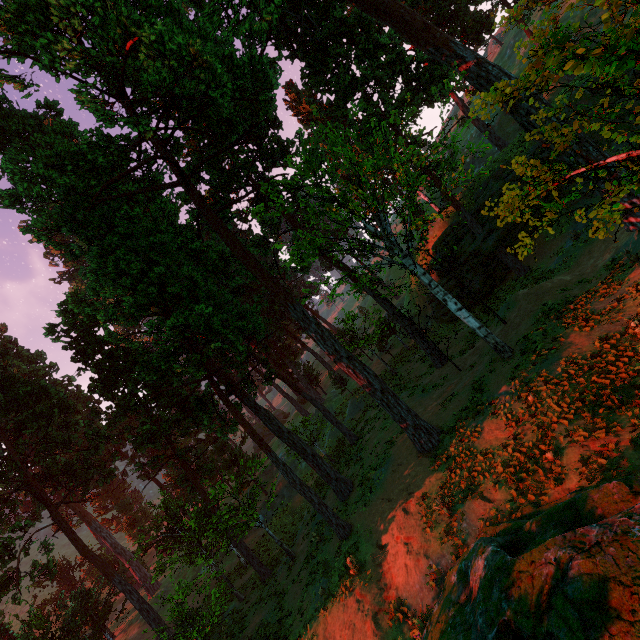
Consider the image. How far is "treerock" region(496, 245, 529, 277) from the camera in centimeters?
2689cm

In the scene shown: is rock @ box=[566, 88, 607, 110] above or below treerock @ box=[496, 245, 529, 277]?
above

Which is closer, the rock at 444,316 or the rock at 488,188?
the rock at 488,188

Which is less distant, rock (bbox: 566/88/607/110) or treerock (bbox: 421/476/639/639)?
treerock (bbox: 421/476/639/639)

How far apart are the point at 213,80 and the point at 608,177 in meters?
15.1 m

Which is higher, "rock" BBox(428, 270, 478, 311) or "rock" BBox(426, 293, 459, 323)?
"rock" BBox(428, 270, 478, 311)

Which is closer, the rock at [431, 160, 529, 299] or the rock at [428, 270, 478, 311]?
the rock at [431, 160, 529, 299]

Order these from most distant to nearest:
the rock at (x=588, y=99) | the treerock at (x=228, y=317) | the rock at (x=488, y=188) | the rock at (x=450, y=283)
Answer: the rock at (x=450, y=283)
the rock at (x=488, y=188)
the rock at (x=588, y=99)
the treerock at (x=228, y=317)
